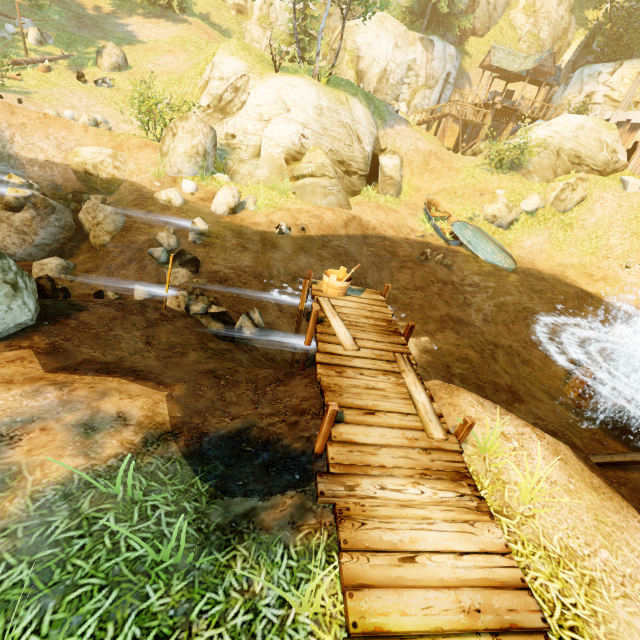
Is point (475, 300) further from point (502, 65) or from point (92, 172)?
point (502, 65)

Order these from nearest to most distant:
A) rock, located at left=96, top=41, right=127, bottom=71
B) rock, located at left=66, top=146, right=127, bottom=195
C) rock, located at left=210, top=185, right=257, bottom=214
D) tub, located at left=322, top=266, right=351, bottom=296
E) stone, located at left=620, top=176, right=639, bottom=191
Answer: tub, located at left=322, top=266, right=351, bottom=296 → rock, located at left=210, top=185, right=257, bottom=214 → rock, located at left=66, top=146, right=127, bottom=195 → stone, located at left=620, top=176, right=639, bottom=191 → rock, located at left=96, top=41, right=127, bottom=71

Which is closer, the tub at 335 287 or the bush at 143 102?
the tub at 335 287

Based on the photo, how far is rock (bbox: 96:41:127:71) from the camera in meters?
20.7

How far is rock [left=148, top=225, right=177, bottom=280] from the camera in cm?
1017

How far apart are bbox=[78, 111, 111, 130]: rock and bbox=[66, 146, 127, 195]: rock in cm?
261

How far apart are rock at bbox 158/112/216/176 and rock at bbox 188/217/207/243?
4.5 meters

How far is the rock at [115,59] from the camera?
20.7m
